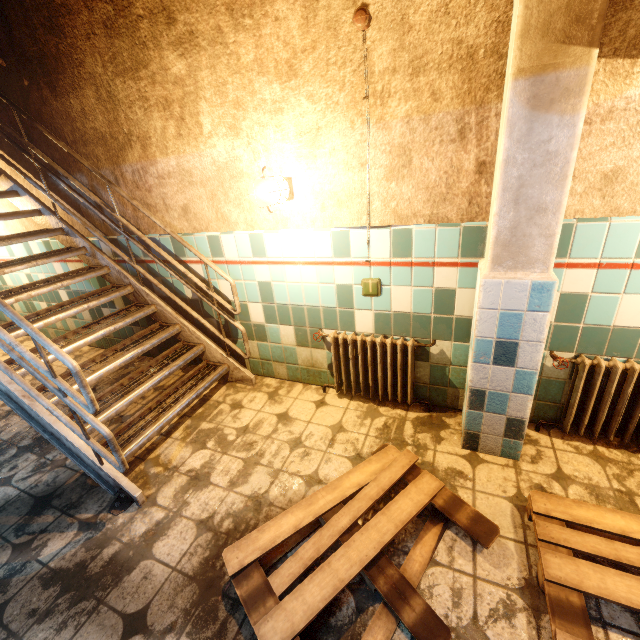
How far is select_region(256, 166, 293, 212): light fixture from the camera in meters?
2.2

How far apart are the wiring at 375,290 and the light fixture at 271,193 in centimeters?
82cm

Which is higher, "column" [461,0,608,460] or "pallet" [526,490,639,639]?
"column" [461,0,608,460]

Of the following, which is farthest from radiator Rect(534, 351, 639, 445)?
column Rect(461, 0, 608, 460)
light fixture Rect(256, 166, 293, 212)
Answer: light fixture Rect(256, 166, 293, 212)

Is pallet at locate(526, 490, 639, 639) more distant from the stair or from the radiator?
the stair

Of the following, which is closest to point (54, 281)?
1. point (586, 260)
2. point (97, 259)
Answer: point (97, 259)

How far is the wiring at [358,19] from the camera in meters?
1.8 m

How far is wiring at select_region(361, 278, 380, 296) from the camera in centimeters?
240cm
